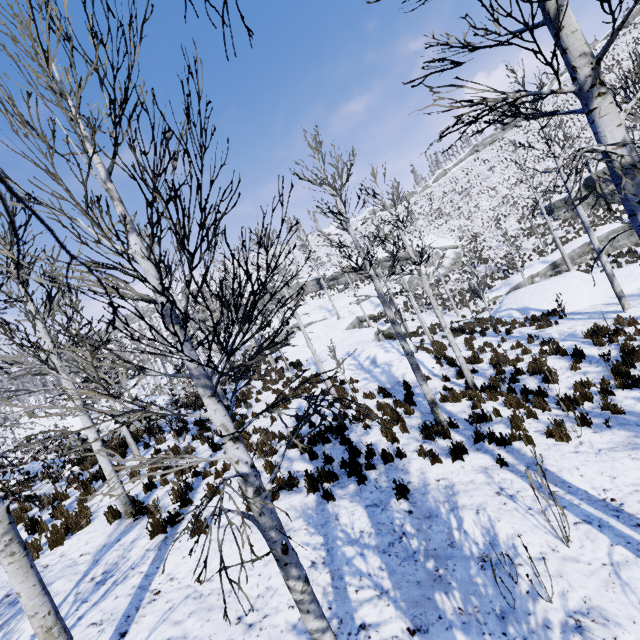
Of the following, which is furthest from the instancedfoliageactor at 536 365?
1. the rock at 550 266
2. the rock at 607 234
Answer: the rock at 607 234

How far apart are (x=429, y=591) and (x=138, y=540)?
5.3m

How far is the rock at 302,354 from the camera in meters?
19.2

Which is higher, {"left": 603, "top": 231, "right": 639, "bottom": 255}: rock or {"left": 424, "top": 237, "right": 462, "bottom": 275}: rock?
{"left": 424, "top": 237, "right": 462, "bottom": 275}: rock

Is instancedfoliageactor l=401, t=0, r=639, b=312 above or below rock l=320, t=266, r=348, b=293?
below

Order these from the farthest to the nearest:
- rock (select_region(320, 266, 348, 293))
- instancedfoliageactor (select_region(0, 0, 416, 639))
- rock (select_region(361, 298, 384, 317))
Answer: rock (select_region(320, 266, 348, 293)), rock (select_region(361, 298, 384, 317)), instancedfoliageactor (select_region(0, 0, 416, 639))

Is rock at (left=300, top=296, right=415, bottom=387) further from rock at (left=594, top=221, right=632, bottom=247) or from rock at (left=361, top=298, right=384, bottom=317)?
rock at (left=594, top=221, right=632, bottom=247)

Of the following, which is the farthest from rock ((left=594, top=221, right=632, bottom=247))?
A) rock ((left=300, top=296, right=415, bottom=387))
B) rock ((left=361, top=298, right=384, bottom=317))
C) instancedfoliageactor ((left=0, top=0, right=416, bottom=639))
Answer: rock ((left=361, top=298, right=384, bottom=317))
